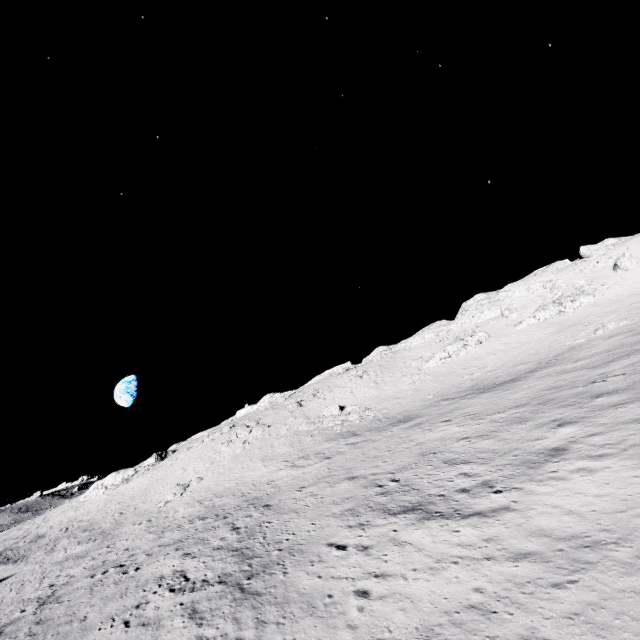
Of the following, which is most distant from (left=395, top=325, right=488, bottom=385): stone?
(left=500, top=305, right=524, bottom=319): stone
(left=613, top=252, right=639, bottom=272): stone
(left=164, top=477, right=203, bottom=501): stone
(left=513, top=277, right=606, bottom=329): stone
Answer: (left=164, top=477, right=203, bottom=501): stone

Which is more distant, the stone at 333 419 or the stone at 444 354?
the stone at 444 354

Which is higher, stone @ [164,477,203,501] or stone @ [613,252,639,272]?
stone @ [613,252,639,272]

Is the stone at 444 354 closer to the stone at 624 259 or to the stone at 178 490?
the stone at 624 259

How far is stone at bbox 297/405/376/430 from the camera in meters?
42.0

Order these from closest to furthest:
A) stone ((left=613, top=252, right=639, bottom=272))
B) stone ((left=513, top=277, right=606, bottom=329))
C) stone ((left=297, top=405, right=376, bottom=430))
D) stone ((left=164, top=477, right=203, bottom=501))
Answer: stone ((left=164, top=477, right=203, bottom=501)), stone ((left=297, top=405, right=376, bottom=430)), stone ((left=513, top=277, right=606, bottom=329)), stone ((left=613, top=252, right=639, bottom=272))

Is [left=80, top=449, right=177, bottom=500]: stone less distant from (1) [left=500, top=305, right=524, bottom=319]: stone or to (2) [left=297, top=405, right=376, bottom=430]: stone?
(2) [left=297, top=405, right=376, bottom=430]: stone

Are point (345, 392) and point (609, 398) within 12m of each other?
no
